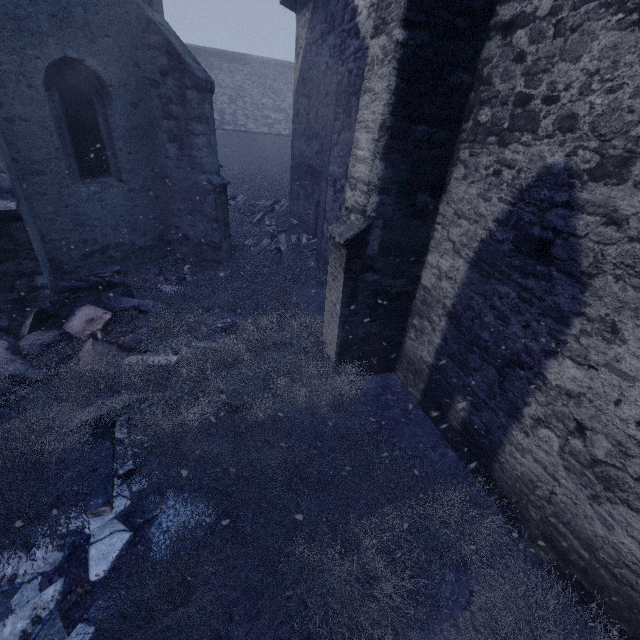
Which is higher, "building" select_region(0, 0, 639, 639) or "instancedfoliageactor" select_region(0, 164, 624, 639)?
"building" select_region(0, 0, 639, 639)

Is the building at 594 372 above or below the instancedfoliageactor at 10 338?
above

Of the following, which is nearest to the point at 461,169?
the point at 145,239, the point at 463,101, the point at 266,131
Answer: the point at 463,101
